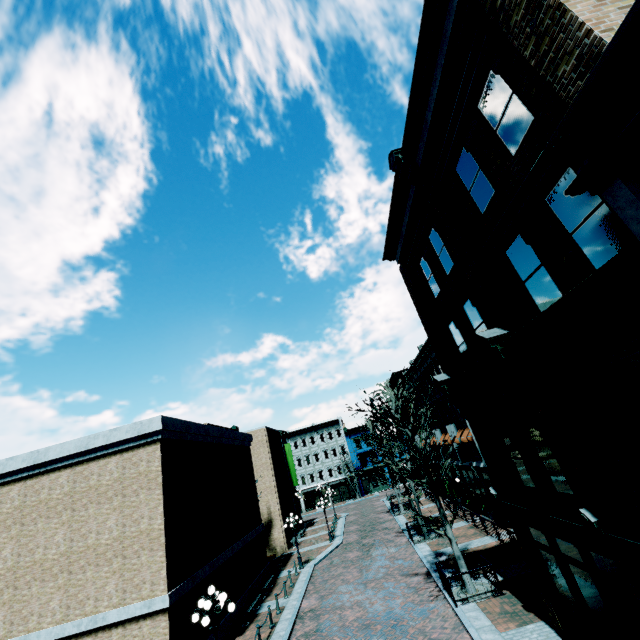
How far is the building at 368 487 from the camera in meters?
54.8 m

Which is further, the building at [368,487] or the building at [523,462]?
the building at [368,487]

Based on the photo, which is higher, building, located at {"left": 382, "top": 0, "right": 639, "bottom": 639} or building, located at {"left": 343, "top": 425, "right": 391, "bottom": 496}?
building, located at {"left": 382, "top": 0, "right": 639, "bottom": 639}

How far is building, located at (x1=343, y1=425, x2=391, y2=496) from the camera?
54.75m

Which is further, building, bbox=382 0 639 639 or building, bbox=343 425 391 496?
building, bbox=343 425 391 496

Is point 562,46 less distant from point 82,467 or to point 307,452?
point 82,467
